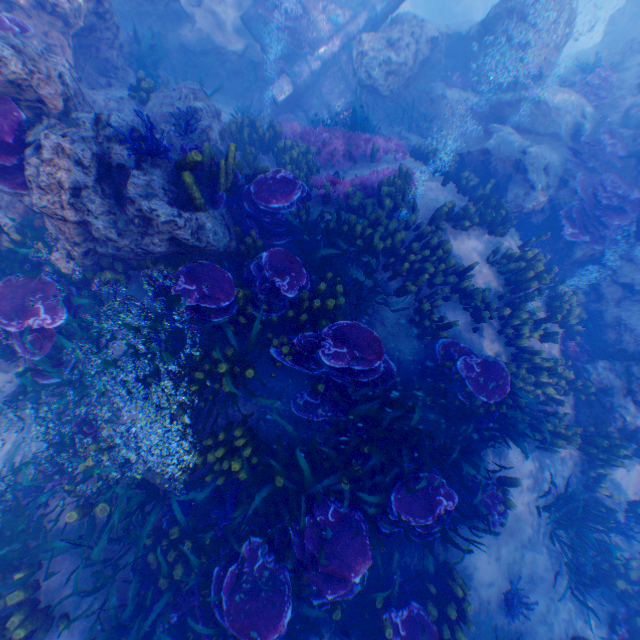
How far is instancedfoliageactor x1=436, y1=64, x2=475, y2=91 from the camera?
11.0m

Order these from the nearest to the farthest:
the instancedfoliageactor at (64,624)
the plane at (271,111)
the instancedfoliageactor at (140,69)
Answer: the instancedfoliageactor at (64,624), the instancedfoliageactor at (140,69), the plane at (271,111)

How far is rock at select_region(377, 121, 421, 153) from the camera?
10.9m

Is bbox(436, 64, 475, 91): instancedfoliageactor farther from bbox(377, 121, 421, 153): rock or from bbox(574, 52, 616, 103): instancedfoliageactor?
bbox(574, 52, 616, 103): instancedfoliageactor

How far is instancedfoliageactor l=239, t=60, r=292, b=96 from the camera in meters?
10.8 m

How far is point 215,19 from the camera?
10.2 meters

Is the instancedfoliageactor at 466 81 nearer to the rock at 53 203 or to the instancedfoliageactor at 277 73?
the rock at 53 203

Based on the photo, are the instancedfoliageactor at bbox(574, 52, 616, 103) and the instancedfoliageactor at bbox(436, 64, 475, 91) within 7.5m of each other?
yes
